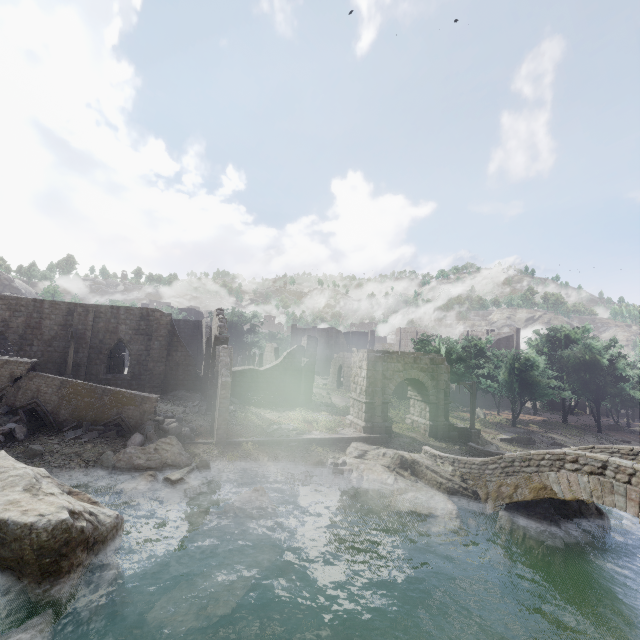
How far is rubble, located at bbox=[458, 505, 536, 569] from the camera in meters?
13.1 m

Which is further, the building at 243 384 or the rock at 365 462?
the building at 243 384

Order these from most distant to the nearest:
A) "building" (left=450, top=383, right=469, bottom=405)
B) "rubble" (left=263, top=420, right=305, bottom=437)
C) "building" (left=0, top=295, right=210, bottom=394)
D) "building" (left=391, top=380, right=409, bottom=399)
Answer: "building" (left=450, top=383, right=469, bottom=405), "building" (left=391, top=380, right=409, bottom=399), "building" (left=0, top=295, right=210, bottom=394), "rubble" (left=263, top=420, right=305, bottom=437)

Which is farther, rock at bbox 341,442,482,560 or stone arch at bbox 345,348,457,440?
stone arch at bbox 345,348,457,440

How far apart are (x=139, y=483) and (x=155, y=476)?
0.6m

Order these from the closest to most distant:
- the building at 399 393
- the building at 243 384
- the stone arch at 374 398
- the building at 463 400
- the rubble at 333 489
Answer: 1. the rubble at 333 489
2. the stone arch at 374 398
3. the building at 243 384
4. the building at 399 393
5. the building at 463 400

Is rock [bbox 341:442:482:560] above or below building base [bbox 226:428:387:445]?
below

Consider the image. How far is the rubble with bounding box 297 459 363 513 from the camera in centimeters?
1575cm
